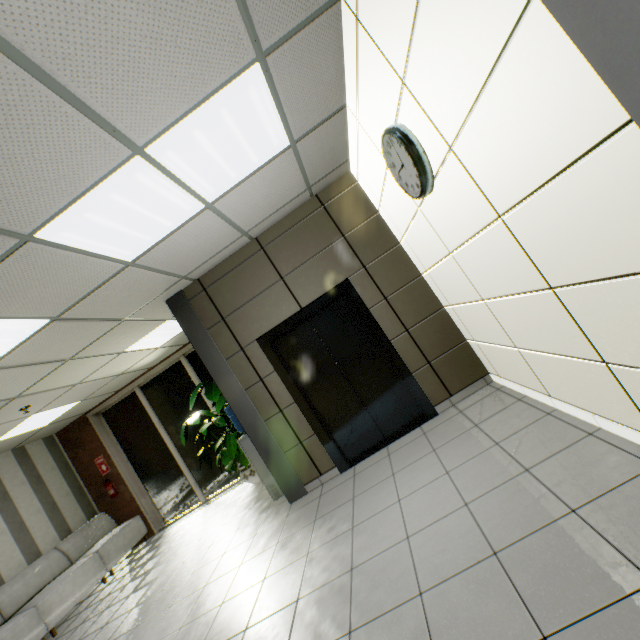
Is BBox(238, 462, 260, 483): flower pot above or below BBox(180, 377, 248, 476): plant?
below

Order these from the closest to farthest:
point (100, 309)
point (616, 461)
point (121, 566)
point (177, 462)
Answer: point (616, 461) → point (100, 309) → point (121, 566) → point (177, 462)

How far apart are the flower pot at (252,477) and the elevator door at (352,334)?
2.60m

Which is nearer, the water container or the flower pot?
the water container

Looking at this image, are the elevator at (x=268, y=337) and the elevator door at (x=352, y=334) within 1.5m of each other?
yes

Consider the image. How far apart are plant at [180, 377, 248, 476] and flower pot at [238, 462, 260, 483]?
0.8m

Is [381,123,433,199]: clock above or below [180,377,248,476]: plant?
above

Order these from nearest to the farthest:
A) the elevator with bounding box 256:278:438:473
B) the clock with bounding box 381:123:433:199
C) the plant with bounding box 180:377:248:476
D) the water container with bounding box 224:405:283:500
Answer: the clock with bounding box 381:123:433:199 → the elevator with bounding box 256:278:438:473 → the water container with bounding box 224:405:283:500 → the plant with bounding box 180:377:248:476
